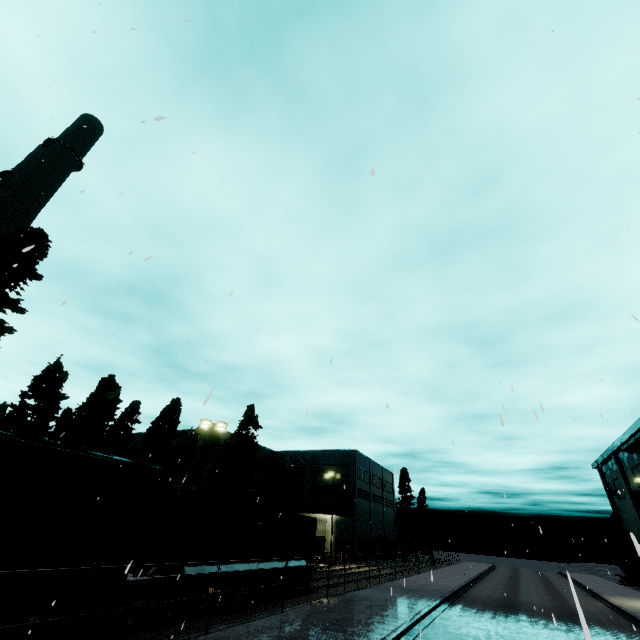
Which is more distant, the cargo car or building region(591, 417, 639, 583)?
building region(591, 417, 639, 583)

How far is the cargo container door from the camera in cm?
1283

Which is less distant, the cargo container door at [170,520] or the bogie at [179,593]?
the bogie at [179,593]

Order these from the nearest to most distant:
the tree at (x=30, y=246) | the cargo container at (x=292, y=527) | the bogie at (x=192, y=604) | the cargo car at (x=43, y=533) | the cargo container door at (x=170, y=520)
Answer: the cargo car at (x=43, y=533)
the bogie at (x=192, y=604)
the cargo container door at (x=170, y=520)
the cargo container at (x=292, y=527)
the tree at (x=30, y=246)

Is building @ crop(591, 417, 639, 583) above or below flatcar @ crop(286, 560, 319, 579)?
above

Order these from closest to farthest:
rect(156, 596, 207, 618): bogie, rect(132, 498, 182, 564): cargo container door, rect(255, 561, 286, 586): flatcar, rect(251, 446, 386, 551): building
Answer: rect(156, 596, 207, 618): bogie
rect(132, 498, 182, 564): cargo container door
rect(255, 561, 286, 586): flatcar
rect(251, 446, 386, 551): building

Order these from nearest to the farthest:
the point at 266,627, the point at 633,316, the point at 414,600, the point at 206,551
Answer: the point at 633,316 → the point at 266,627 → the point at 206,551 → the point at 414,600

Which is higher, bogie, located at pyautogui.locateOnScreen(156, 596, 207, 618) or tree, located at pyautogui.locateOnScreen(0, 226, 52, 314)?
tree, located at pyautogui.locateOnScreen(0, 226, 52, 314)
